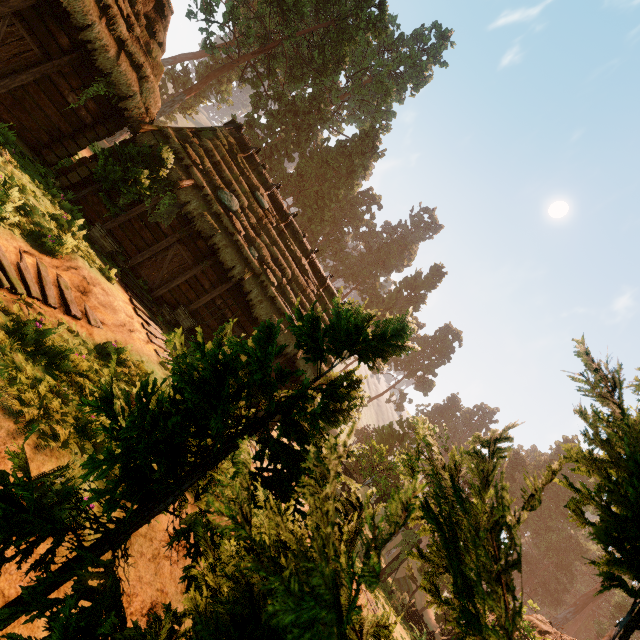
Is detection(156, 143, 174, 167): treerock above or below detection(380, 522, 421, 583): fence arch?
above

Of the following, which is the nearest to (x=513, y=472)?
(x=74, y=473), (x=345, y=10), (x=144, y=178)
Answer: (x=144, y=178)

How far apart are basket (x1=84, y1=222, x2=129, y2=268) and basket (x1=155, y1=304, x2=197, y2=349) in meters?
1.7 m

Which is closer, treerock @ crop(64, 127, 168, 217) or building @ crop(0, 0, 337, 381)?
building @ crop(0, 0, 337, 381)

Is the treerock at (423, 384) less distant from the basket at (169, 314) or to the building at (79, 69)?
the building at (79, 69)

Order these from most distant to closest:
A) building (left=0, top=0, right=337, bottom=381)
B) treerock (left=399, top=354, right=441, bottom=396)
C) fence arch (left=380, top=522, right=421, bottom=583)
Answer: treerock (left=399, top=354, right=441, bottom=396) < fence arch (left=380, top=522, right=421, bottom=583) < building (left=0, top=0, right=337, bottom=381)

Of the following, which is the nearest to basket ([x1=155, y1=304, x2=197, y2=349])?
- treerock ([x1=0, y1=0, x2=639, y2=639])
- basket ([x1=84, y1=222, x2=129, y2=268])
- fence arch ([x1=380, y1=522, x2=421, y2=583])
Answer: basket ([x1=84, y1=222, x2=129, y2=268])

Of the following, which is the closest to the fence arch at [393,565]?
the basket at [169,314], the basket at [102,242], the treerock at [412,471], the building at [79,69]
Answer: the building at [79,69]
